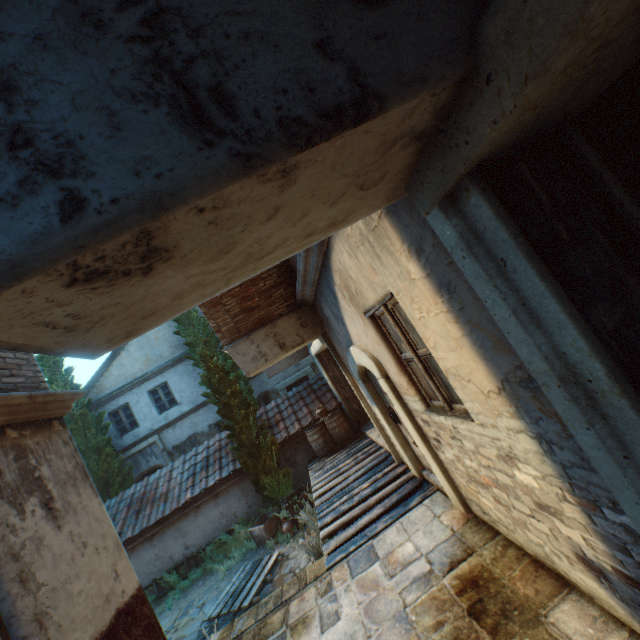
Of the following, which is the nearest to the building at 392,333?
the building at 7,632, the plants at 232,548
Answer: the building at 7,632

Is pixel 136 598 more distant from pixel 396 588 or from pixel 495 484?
pixel 495 484

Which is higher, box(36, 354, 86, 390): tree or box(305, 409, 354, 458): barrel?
box(36, 354, 86, 390): tree

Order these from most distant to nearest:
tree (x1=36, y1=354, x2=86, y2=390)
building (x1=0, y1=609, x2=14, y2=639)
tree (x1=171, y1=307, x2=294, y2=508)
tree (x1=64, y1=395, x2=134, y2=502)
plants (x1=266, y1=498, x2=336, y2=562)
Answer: tree (x1=36, y1=354, x2=86, y2=390) → tree (x1=64, y1=395, x2=134, y2=502) → tree (x1=171, y1=307, x2=294, y2=508) → plants (x1=266, y1=498, x2=336, y2=562) → building (x1=0, y1=609, x2=14, y2=639)

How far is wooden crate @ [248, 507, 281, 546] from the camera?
9.0 meters

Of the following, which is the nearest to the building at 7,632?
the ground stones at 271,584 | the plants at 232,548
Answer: the ground stones at 271,584

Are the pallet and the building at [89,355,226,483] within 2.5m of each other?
no

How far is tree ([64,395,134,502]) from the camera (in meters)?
13.61
